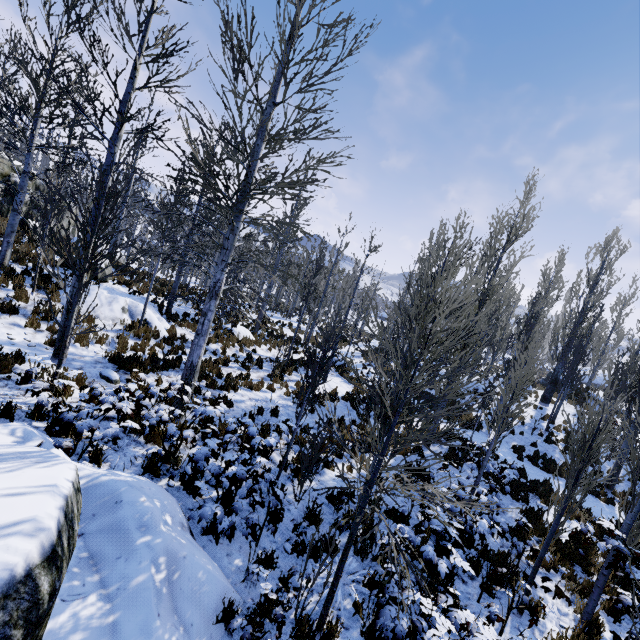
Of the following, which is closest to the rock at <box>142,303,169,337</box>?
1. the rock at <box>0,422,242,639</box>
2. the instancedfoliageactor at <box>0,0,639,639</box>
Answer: the instancedfoliageactor at <box>0,0,639,639</box>

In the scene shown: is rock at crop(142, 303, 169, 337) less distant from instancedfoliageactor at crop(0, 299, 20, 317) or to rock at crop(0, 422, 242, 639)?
instancedfoliageactor at crop(0, 299, 20, 317)

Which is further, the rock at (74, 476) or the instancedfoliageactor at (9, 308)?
the instancedfoliageactor at (9, 308)

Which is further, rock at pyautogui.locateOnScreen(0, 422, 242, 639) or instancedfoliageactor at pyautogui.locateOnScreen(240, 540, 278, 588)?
instancedfoliageactor at pyautogui.locateOnScreen(240, 540, 278, 588)

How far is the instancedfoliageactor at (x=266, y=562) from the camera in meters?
3.9 m

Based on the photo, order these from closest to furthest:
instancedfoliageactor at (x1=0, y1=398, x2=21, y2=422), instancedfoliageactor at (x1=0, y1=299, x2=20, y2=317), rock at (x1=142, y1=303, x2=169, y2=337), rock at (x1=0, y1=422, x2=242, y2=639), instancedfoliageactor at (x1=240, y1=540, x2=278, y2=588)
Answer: rock at (x1=0, y1=422, x2=242, y2=639), instancedfoliageactor at (x1=240, y1=540, x2=278, y2=588), instancedfoliageactor at (x1=0, y1=398, x2=21, y2=422), instancedfoliageactor at (x1=0, y1=299, x2=20, y2=317), rock at (x1=142, y1=303, x2=169, y2=337)

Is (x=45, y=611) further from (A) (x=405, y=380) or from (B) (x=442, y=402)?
(B) (x=442, y=402)

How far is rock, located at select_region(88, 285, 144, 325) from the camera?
10.6 meters
